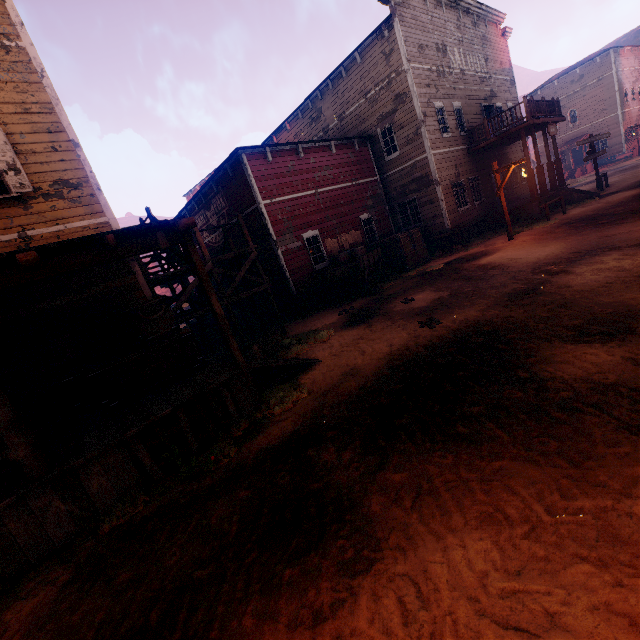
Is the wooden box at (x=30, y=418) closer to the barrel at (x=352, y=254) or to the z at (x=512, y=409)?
the z at (x=512, y=409)

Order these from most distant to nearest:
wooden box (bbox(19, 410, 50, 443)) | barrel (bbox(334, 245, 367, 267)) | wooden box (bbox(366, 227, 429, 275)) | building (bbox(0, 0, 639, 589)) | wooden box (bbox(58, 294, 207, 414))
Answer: wooden box (bbox(366, 227, 429, 275)) < barrel (bbox(334, 245, 367, 267)) < wooden box (bbox(58, 294, 207, 414)) < wooden box (bbox(19, 410, 50, 443)) < building (bbox(0, 0, 639, 589))

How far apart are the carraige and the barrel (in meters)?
0.02

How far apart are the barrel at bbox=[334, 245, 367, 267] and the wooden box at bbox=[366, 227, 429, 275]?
2.12m

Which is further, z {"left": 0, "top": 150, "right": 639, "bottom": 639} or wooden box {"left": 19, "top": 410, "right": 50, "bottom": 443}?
wooden box {"left": 19, "top": 410, "right": 50, "bottom": 443}

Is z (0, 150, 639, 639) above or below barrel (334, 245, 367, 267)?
below

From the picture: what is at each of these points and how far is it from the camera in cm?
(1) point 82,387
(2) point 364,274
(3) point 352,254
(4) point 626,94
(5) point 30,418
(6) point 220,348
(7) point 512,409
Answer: (1) wooden box, 688
(2) carraige, 1284
(3) barrel, 1354
(4) building, 3444
(5) wooden box, 566
(6) z, 1355
(7) z, 382

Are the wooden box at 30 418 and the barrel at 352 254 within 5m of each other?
no
